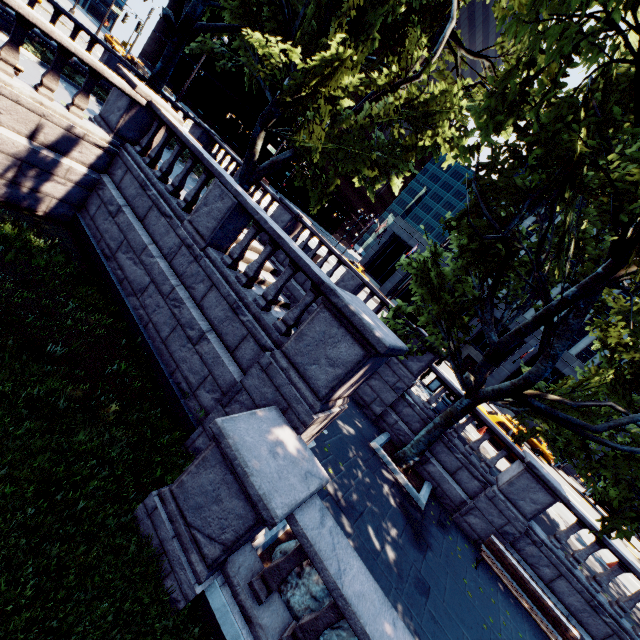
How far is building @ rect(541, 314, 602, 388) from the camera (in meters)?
35.28

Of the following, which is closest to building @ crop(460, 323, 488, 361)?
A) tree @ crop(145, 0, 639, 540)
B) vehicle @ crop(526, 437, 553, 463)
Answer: vehicle @ crop(526, 437, 553, 463)

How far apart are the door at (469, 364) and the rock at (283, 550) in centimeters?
3964cm

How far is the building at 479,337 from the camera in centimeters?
4019cm

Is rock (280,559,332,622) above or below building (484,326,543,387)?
below

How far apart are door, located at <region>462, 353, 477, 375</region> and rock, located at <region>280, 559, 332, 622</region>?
39.6 meters

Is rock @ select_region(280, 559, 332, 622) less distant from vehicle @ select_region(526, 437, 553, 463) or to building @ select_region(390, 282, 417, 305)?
vehicle @ select_region(526, 437, 553, 463)

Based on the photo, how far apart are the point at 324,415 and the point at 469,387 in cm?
673
